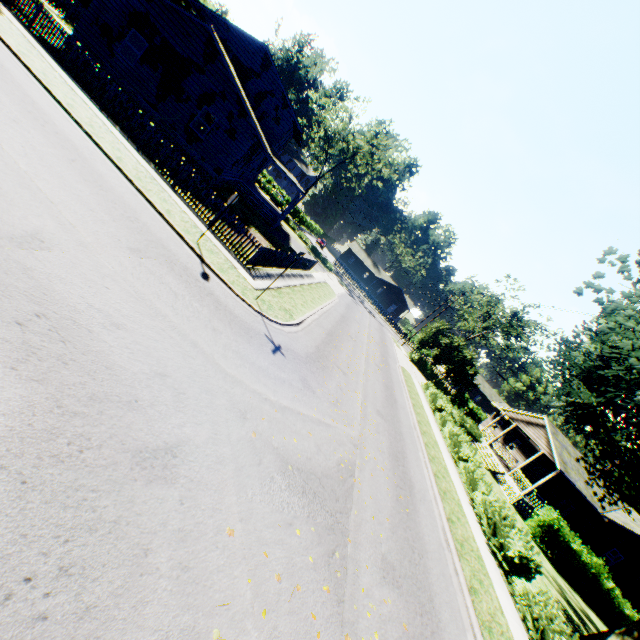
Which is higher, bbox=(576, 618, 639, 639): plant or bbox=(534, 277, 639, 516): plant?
bbox=(534, 277, 639, 516): plant

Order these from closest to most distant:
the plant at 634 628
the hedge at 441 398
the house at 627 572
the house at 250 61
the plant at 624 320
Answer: the hedge at 441 398
the plant at 634 628
the plant at 624 320
the house at 250 61
the house at 627 572

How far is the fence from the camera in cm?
1450

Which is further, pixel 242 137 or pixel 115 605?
pixel 242 137

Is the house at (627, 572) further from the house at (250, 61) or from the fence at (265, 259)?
the house at (250, 61)

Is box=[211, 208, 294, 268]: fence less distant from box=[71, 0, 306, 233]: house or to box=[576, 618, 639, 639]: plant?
box=[576, 618, 639, 639]: plant

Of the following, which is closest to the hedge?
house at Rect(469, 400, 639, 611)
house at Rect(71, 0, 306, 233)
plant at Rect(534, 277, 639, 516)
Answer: plant at Rect(534, 277, 639, 516)

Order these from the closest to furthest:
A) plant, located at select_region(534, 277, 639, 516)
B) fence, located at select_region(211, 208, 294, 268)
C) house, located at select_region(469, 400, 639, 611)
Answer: plant, located at select_region(534, 277, 639, 516) < fence, located at select_region(211, 208, 294, 268) < house, located at select_region(469, 400, 639, 611)
